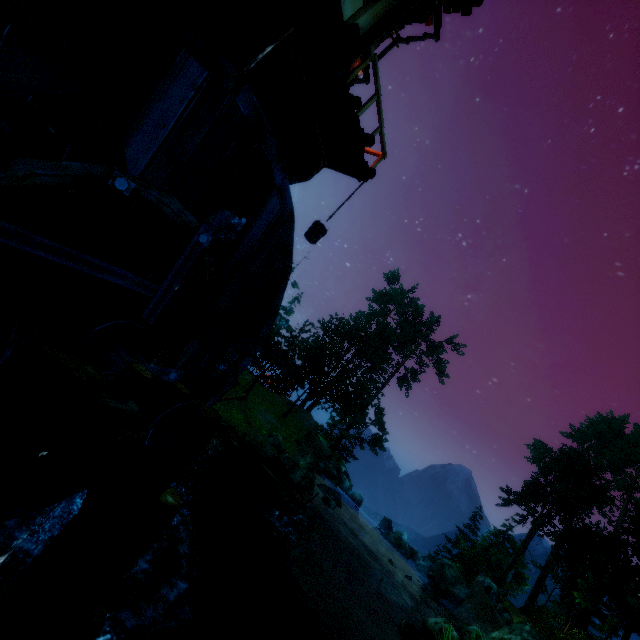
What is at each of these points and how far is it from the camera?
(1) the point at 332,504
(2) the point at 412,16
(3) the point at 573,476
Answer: (1) rock, 19.48m
(2) gutter, 6.93m
(3) tree, 34.53m

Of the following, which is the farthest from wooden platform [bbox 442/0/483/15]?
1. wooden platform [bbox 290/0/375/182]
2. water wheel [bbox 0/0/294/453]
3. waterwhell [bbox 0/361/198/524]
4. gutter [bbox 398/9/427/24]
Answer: waterwhell [bbox 0/361/198/524]

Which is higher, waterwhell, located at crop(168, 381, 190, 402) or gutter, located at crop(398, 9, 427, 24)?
gutter, located at crop(398, 9, 427, 24)

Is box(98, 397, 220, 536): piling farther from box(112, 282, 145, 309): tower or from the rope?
box(112, 282, 145, 309): tower

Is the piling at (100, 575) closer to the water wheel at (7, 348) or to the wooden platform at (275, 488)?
the water wheel at (7, 348)

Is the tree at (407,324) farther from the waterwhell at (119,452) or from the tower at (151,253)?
the waterwhell at (119,452)

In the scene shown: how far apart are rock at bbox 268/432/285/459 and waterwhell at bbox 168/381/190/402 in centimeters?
1833cm

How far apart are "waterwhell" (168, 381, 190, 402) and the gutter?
8.7 meters
